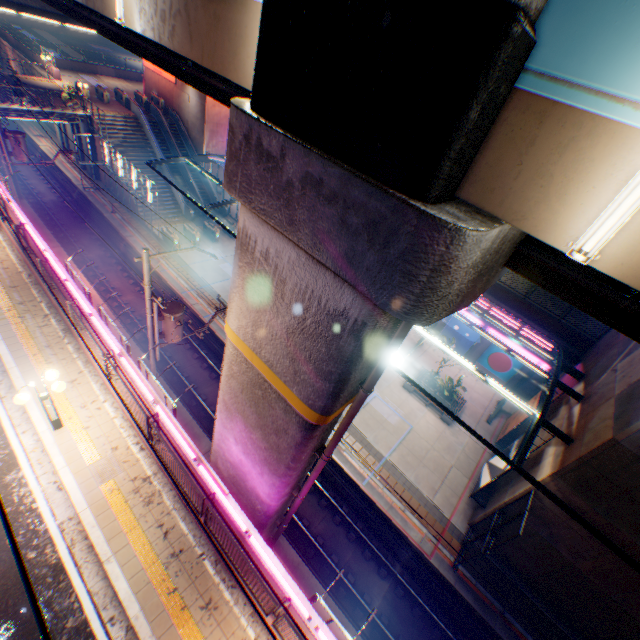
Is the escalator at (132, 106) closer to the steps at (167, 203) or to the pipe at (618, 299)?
the steps at (167, 203)

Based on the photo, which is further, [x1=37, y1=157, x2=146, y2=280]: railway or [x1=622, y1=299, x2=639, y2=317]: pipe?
[x1=37, y1=157, x2=146, y2=280]: railway

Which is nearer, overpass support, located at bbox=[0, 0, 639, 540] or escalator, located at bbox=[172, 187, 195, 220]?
overpass support, located at bbox=[0, 0, 639, 540]

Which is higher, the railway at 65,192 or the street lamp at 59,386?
the street lamp at 59,386

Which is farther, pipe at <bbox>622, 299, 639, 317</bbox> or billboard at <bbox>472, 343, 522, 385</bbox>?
billboard at <bbox>472, 343, 522, 385</bbox>

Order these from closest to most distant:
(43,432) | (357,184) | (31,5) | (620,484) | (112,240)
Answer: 1. (357,184)
2. (43,432)
3. (620,484)
4. (31,5)
5. (112,240)

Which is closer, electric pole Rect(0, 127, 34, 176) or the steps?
electric pole Rect(0, 127, 34, 176)

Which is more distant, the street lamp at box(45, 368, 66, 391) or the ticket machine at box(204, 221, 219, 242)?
the ticket machine at box(204, 221, 219, 242)
